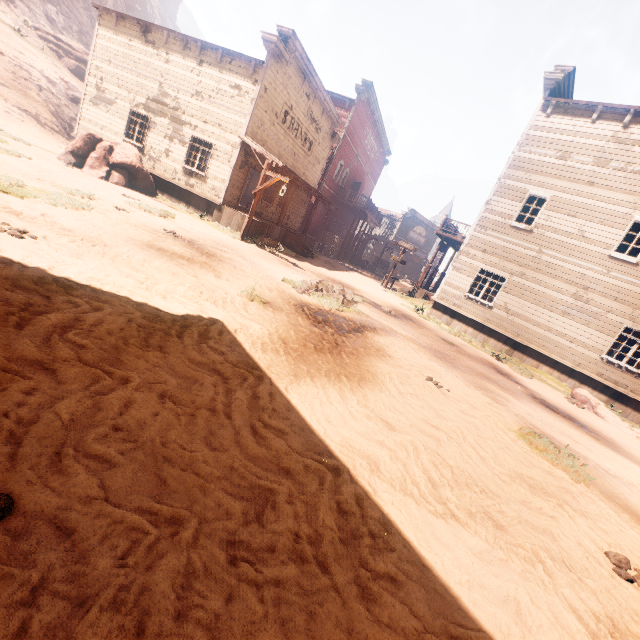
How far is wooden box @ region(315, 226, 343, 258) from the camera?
26.55m

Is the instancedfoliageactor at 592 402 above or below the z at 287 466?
above

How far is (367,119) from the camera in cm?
2714

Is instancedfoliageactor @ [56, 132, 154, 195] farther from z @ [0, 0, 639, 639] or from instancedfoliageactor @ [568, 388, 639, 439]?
instancedfoliageactor @ [568, 388, 639, 439]

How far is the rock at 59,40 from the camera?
32.7m

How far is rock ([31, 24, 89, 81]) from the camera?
32.7 meters

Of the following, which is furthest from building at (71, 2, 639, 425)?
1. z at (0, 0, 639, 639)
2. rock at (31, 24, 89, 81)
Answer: rock at (31, 24, 89, 81)

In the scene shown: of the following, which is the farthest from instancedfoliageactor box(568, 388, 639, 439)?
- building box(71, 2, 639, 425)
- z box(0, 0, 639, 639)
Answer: building box(71, 2, 639, 425)
